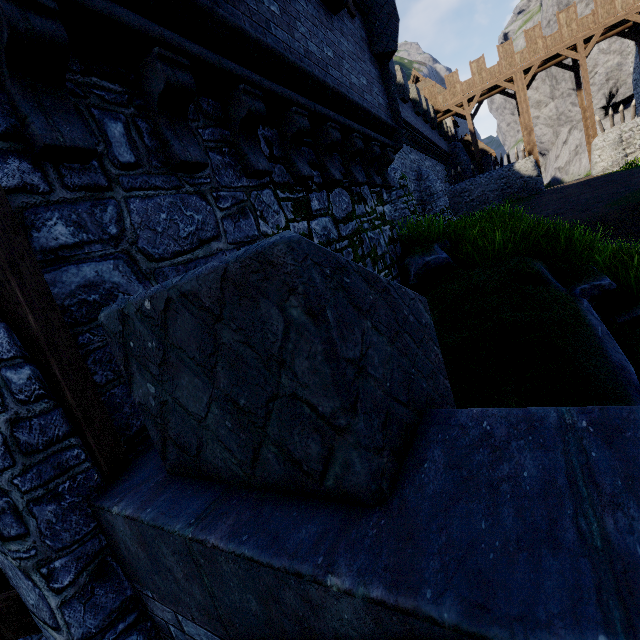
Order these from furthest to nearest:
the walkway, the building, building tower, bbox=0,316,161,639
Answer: the building
the walkway
building tower, bbox=0,316,161,639

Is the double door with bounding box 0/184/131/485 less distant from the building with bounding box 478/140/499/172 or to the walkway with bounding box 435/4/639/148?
the walkway with bounding box 435/4/639/148

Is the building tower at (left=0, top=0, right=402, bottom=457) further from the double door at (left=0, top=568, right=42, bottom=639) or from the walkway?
the walkway

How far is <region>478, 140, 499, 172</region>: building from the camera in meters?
36.5 m

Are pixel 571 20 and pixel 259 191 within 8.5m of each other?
no

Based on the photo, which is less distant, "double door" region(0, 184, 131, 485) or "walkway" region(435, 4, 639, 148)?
"double door" region(0, 184, 131, 485)

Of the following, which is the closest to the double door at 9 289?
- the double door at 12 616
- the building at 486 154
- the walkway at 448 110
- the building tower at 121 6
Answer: the building tower at 121 6

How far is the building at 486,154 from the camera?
36.5 meters
